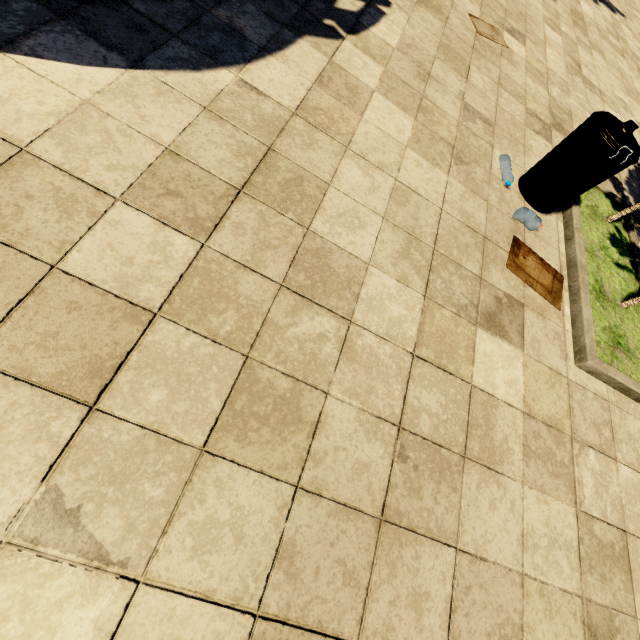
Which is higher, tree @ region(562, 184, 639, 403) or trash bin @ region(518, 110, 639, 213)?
trash bin @ region(518, 110, 639, 213)

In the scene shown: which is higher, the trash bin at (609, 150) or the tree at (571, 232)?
the trash bin at (609, 150)

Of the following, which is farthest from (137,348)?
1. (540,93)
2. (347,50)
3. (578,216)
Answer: (540,93)
